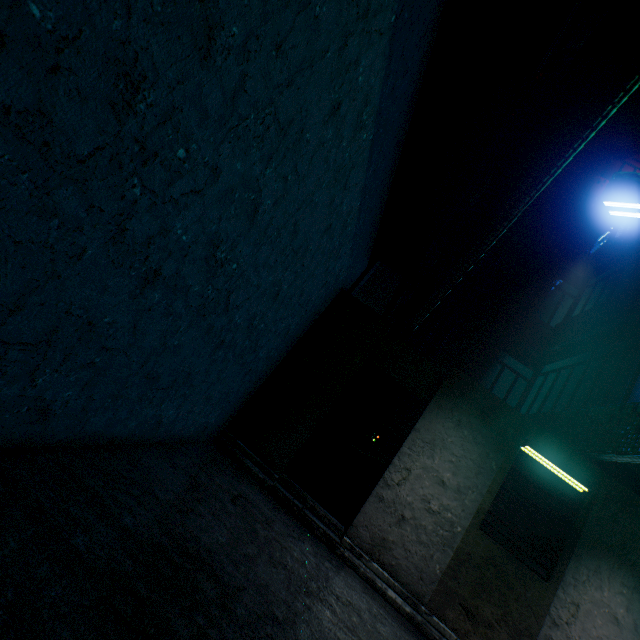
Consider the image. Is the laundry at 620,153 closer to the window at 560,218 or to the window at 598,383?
the window at 598,383

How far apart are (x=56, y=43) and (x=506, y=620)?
5.96m

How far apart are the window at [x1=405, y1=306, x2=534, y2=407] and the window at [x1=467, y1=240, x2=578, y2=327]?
1.4 meters

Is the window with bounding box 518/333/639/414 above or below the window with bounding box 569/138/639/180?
below

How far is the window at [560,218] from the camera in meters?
9.8 m

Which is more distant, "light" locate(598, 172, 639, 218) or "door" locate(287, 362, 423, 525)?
"door" locate(287, 362, 423, 525)

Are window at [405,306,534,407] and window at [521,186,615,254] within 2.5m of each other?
no

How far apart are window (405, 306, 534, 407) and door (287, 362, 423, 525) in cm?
347
